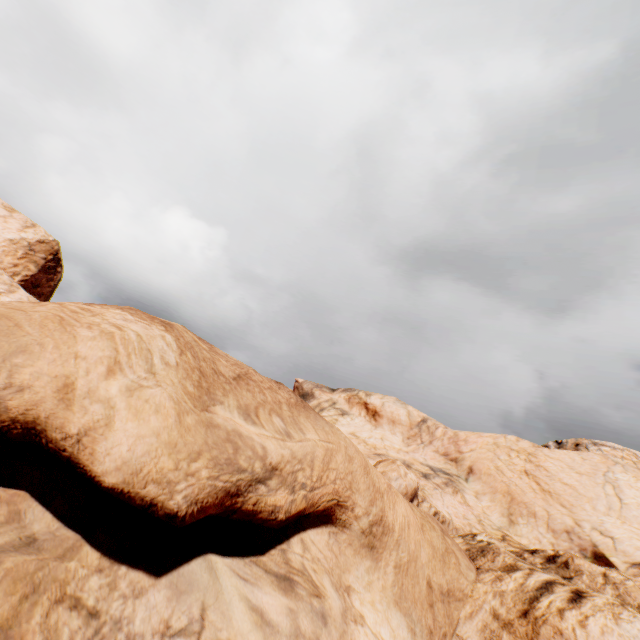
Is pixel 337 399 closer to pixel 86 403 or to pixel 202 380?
pixel 202 380
